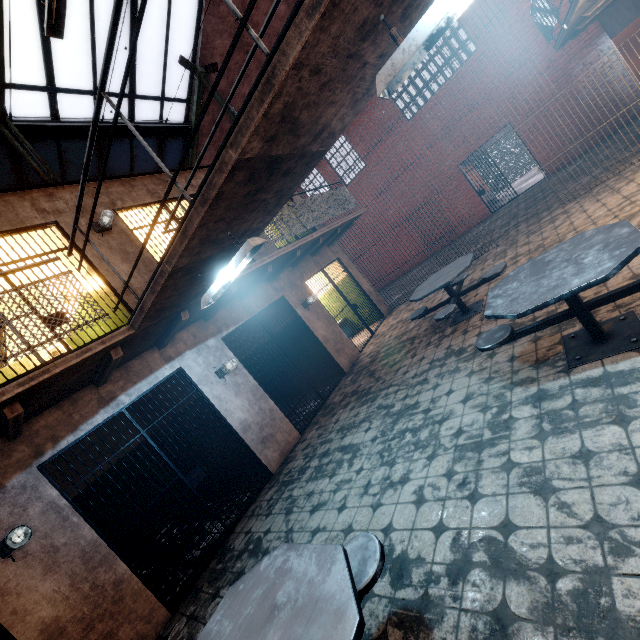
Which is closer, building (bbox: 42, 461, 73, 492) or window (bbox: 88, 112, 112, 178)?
building (bbox: 42, 461, 73, 492)

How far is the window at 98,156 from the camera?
8.4 meters

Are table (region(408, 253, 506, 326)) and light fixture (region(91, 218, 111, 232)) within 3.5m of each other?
no

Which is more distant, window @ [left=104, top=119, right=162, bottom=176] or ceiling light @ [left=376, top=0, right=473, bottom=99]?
window @ [left=104, top=119, right=162, bottom=176]

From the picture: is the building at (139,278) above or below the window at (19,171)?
below

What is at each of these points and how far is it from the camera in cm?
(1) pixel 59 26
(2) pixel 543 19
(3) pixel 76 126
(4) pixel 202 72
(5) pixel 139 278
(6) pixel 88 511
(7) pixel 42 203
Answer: (1) ceiling light, 390
(2) metal railing, 713
(3) window, 786
(4) support beam, 966
(5) building, 550
(6) building, 645
(7) building, 504

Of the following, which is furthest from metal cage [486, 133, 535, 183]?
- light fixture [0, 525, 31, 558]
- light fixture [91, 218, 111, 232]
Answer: light fixture [0, 525, 31, 558]

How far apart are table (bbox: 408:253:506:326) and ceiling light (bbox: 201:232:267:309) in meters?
3.2 m
